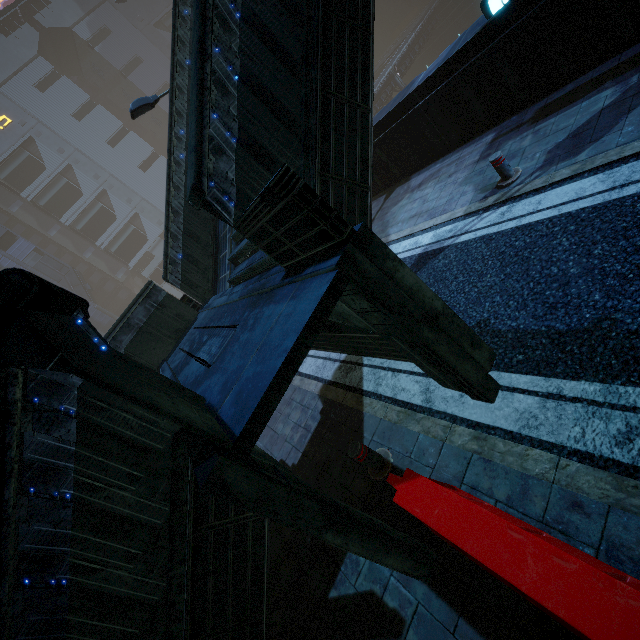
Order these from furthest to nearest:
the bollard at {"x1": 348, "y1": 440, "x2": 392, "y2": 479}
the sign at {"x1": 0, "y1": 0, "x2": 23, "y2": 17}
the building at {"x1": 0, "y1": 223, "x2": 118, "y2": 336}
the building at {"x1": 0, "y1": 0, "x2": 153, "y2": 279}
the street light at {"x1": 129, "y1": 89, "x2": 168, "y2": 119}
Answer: the building at {"x1": 0, "y1": 0, "x2": 153, "y2": 279} → the sign at {"x1": 0, "y1": 0, "x2": 23, "y2": 17} → the building at {"x1": 0, "y1": 223, "x2": 118, "y2": 336} → the street light at {"x1": 129, "y1": 89, "x2": 168, "y2": 119} → the bollard at {"x1": 348, "y1": 440, "x2": 392, "y2": 479}

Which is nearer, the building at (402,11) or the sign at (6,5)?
the sign at (6,5)

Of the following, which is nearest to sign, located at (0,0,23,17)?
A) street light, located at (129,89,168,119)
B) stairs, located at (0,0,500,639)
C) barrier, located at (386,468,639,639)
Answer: street light, located at (129,89,168,119)

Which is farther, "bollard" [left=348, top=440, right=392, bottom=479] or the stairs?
"bollard" [left=348, top=440, right=392, bottom=479]

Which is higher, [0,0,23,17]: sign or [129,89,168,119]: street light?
[0,0,23,17]: sign

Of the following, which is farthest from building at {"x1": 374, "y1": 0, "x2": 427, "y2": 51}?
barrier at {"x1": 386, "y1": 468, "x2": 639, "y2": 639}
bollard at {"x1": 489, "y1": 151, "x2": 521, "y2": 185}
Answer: barrier at {"x1": 386, "y1": 468, "x2": 639, "y2": 639}

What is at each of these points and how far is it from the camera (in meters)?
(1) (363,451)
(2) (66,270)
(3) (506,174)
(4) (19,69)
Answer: (1) bollard, 4.44
(2) building, 50.00
(3) bollard, 6.28
(4) building, 51.75

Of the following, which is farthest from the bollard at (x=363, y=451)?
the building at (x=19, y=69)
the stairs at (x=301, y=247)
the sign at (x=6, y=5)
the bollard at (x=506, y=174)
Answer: the sign at (x=6, y=5)
